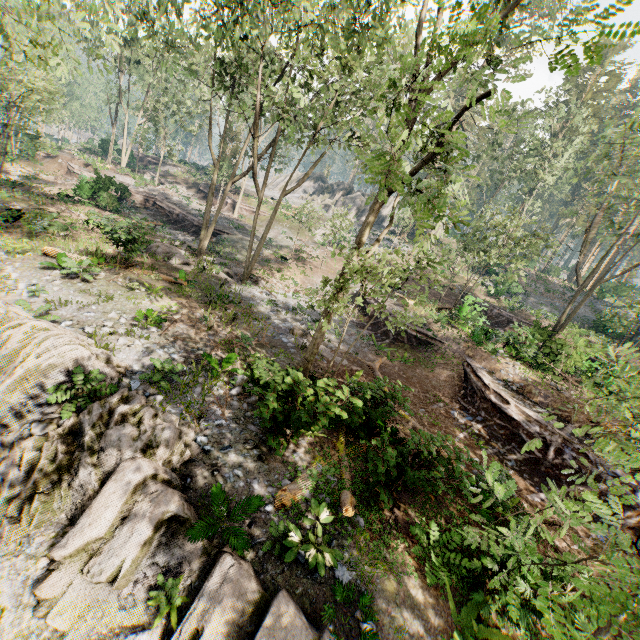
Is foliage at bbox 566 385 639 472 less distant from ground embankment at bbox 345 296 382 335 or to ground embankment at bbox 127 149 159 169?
ground embankment at bbox 127 149 159 169

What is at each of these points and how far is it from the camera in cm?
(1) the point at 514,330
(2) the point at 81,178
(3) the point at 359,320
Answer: (1) ground embankment, 2872
(2) ground embankment, 3272
(3) ground embankment, 2434

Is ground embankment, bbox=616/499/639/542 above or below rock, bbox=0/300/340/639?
above

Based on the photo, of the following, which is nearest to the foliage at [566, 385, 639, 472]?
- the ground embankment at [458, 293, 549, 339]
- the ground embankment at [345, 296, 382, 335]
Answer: the ground embankment at [458, 293, 549, 339]

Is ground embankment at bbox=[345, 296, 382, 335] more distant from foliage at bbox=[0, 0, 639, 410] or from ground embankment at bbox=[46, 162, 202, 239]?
foliage at bbox=[0, 0, 639, 410]

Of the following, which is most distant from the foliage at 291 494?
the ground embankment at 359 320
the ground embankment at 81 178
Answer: the ground embankment at 359 320

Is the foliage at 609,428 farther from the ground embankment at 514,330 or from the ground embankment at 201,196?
the ground embankment at 514,330

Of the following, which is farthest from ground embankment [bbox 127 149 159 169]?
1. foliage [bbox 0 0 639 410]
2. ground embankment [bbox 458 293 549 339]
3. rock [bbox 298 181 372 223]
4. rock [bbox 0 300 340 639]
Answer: ground embankment [bbox 458 293 549 339]
